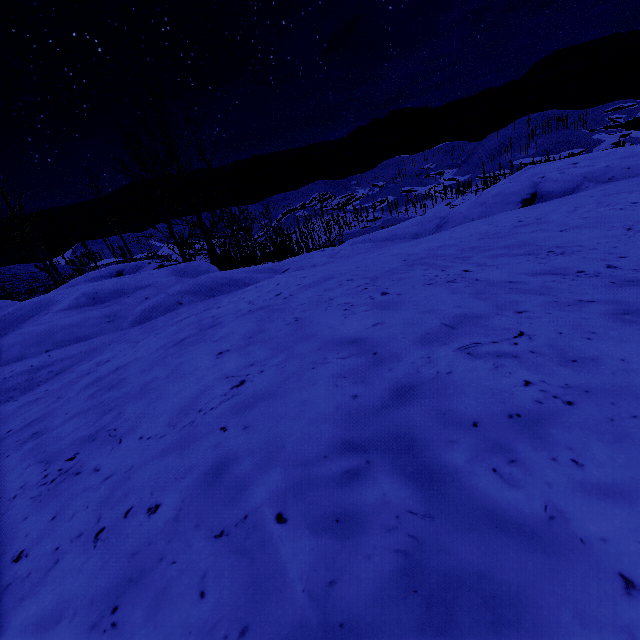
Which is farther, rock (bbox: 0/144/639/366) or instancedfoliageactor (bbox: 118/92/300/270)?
instancedfoliageactor (bbox: 118/92/300/270)

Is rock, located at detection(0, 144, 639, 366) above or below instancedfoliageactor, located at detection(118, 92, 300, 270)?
above

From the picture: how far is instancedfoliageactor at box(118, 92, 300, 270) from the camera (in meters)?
11.05

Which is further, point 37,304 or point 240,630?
point 37,304

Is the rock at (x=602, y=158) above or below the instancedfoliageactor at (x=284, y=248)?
above

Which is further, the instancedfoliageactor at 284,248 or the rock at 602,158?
the instancedfoliageactor at 284,248
